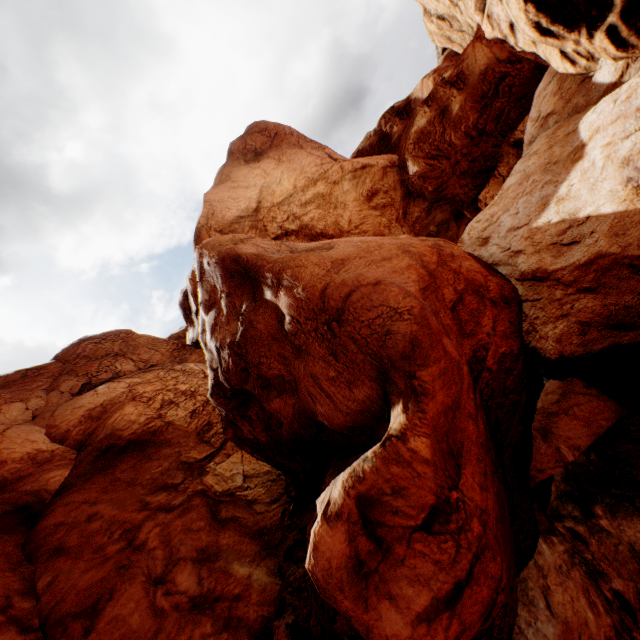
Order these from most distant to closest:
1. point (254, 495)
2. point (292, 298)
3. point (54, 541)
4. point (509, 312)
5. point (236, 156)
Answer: point (236, 156), point (254, 495), point (54, 541), point (509, 312), point (292, 298)
